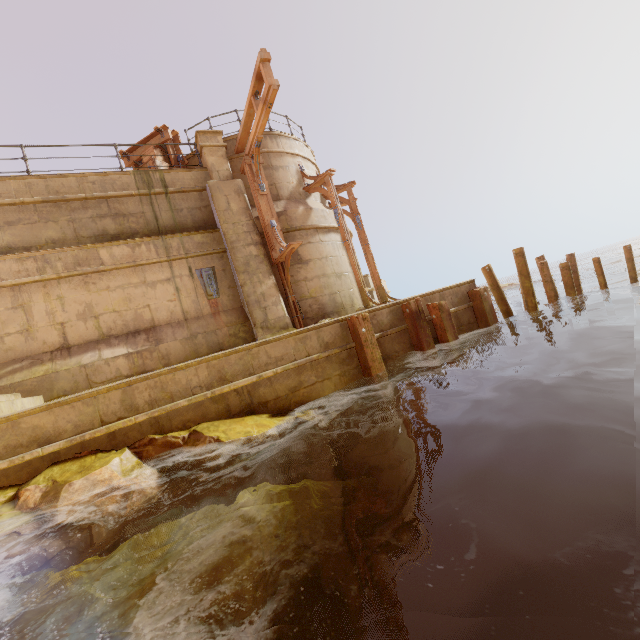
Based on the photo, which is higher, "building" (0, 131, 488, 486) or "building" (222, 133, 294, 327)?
"building" (222, 133, 294, 327)

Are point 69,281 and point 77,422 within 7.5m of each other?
yes

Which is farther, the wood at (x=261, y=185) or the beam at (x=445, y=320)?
the wood at (x=261, y=185)

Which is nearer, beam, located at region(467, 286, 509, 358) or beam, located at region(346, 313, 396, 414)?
beam, located at region(346, 313, 396, 414)

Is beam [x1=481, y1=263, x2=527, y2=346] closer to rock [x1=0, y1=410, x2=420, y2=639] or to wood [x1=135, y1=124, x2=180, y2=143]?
rock [x1=0, y1=410, x2=420, y2=639]

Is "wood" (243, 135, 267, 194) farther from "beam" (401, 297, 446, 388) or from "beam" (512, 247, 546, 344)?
"beam" (512, 247, 546, 344)

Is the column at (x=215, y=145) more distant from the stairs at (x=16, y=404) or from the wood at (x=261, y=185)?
the stairs at (x=16, y=404)

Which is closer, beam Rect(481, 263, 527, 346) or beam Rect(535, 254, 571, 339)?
beam Rect(535, 254, 571, 339)
